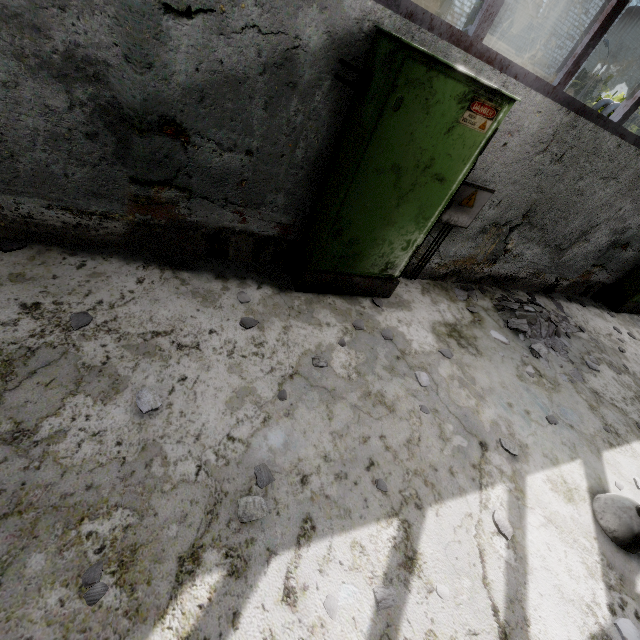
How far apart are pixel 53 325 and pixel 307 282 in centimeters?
240cm

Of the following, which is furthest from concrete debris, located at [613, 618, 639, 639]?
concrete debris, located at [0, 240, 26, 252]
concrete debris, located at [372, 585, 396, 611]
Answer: concrete debris, located at [0, 240, 26, 252]

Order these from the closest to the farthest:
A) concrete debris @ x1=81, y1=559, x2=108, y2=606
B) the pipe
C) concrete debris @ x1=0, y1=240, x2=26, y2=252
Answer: concrete debris @ x1=81, y1=559, x2=108, y2=606, concrete debris @ x1=0, y1=240, x2=26, y2=252, the pipe

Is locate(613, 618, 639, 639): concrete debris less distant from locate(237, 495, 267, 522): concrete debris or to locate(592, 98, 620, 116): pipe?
locate(237, 495, 267, 522): concrete debris

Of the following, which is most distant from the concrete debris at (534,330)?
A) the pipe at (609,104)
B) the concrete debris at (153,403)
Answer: the pipe at (609,104)

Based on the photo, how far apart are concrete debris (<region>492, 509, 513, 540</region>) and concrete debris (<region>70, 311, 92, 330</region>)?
3.8m

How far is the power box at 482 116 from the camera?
2.6 meters

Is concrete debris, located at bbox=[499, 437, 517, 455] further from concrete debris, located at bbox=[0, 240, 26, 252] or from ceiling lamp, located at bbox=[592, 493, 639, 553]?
concrete debris, located at bbox=[0, 240, 26, 252]
